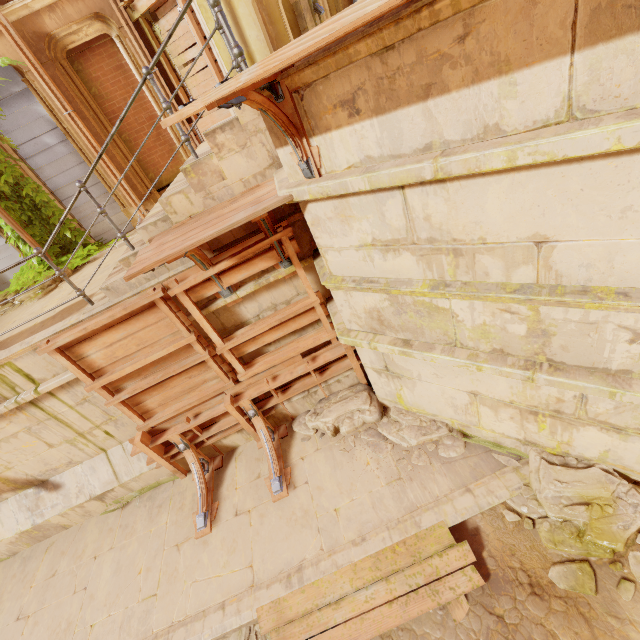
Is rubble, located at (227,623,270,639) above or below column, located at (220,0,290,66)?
below

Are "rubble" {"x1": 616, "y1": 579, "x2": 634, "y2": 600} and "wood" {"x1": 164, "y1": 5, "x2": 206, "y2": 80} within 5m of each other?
no

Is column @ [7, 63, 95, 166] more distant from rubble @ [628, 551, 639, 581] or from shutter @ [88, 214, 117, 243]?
rubble @ [628, 551, 639, 581]

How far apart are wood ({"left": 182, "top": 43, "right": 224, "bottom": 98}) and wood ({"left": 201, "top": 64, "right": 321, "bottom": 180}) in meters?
5.9

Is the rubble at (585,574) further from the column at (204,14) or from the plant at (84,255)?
the plant at (84,255)

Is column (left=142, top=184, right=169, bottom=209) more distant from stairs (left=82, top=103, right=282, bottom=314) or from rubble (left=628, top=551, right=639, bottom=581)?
rubble (left=628, top=551, right=639, bottom=581)

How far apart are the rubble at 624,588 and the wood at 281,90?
4.3 meters

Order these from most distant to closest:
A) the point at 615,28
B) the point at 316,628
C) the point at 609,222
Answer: the point at 316,628, the point at 609,222, the point at 615,28
